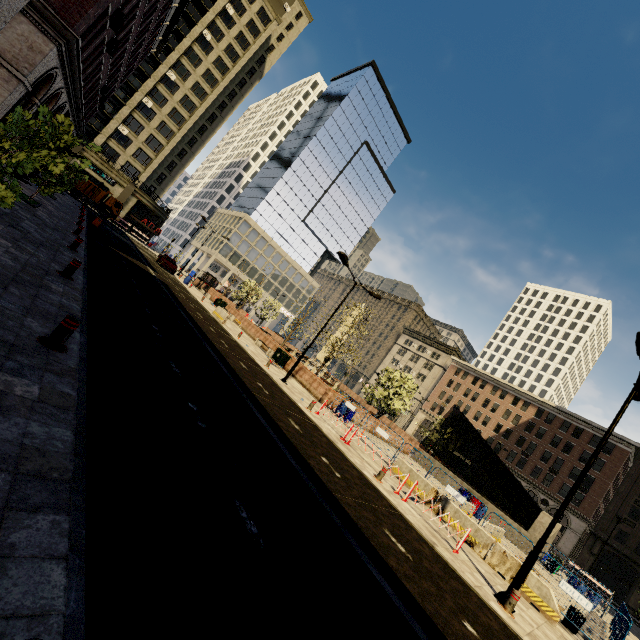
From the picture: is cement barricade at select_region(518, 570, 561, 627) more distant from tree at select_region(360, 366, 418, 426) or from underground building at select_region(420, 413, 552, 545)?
tree at select_region(360, 366, 418, 426)

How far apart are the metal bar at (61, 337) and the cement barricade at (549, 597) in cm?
1470

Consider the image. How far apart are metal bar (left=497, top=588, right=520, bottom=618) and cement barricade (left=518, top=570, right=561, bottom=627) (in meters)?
3.48

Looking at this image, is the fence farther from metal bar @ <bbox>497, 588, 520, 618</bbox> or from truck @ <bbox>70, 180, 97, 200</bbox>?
truck @ <bbox>70, 180, 97, 200</bbox>

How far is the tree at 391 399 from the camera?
26.32m

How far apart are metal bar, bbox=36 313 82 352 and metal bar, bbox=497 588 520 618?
11.9m

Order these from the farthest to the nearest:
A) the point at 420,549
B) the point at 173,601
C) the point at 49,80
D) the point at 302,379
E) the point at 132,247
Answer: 1. the point at 132,247
2. the point at 302,379
3. the point at 49,80
4. the point at 420,549
5. the point at 173,601

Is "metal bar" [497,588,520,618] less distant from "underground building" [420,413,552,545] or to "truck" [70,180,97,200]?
"underground building" [420,413,552,545]
